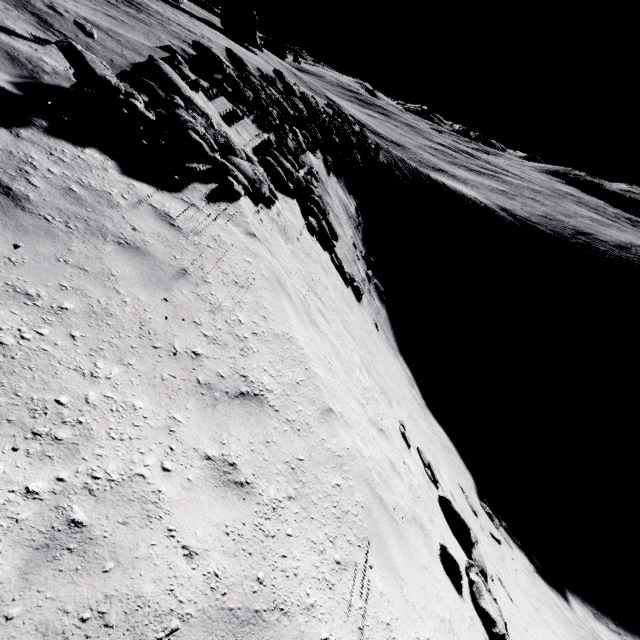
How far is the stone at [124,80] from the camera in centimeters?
549cm

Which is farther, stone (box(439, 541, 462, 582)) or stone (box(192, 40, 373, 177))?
stone (box(192, 40, 373, 177))

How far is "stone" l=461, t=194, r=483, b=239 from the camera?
48.2 meters

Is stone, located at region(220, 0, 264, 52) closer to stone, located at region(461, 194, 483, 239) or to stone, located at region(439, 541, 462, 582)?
stone, located at region(461, 194, 483, 239)

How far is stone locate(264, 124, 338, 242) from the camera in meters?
13.2 m

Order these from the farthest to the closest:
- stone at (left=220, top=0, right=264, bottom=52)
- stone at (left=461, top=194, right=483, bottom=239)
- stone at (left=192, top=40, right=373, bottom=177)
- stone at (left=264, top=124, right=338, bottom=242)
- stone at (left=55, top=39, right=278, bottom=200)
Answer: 1. stone at (left=220, top=0, right=264, bottom=52)
2. stone at (left=461, top=194, right=483, bottom=239)
3. stone at (left=192, top=40, right=373, bottom=177)
4. stone at (left=264, top=124, right=338, bottom=242)
5. stone at (left=55, top=39, right=278, bottom=200)

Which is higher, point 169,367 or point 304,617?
point 169,367

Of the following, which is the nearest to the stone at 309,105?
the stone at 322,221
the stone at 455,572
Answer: the stone at 322,221
